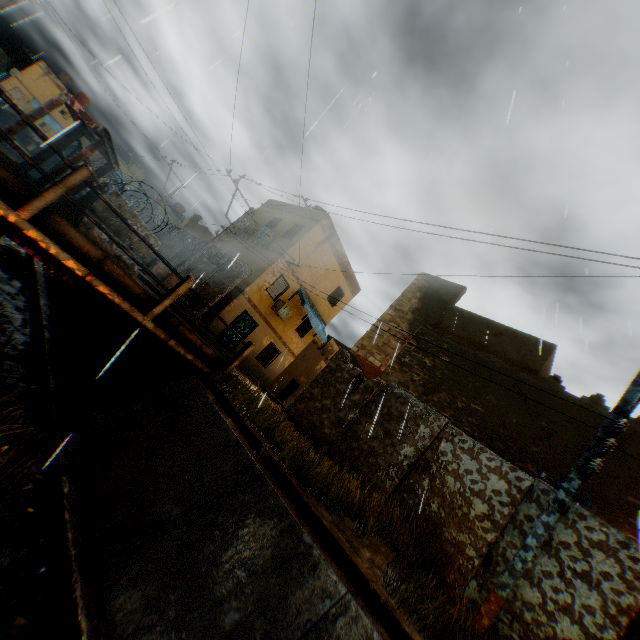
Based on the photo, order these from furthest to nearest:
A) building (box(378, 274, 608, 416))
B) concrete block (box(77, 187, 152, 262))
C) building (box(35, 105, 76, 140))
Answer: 1. building (box(35, 105, 76, 140))
2. building (box(378, 274, 608, 416))
3. concrete block (box(77, 187, 152, 262))

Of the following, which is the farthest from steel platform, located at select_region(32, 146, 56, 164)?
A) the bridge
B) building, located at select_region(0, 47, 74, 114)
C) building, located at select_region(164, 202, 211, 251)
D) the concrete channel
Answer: building, located at select_region(0, 47, 74, 114)

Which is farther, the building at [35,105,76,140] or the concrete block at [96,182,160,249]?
the building at [35,105,76,140]

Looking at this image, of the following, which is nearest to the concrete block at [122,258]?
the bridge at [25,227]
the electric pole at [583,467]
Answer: the bridge at [25,227]

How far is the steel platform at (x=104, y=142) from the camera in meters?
5.3 m

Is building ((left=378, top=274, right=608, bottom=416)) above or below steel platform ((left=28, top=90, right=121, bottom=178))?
above

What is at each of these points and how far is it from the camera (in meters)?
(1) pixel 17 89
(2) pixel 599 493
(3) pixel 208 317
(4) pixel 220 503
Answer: Result:
(1) building, 46.09
(2) building, 7.58
(3) building, 17.75
(4) concrete channel, 5.00

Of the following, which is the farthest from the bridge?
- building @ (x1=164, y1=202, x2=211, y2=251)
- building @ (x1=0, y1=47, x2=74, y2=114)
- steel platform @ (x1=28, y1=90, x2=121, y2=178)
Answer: building @ (x1=0, y1=47, x2=74, y2=114)
